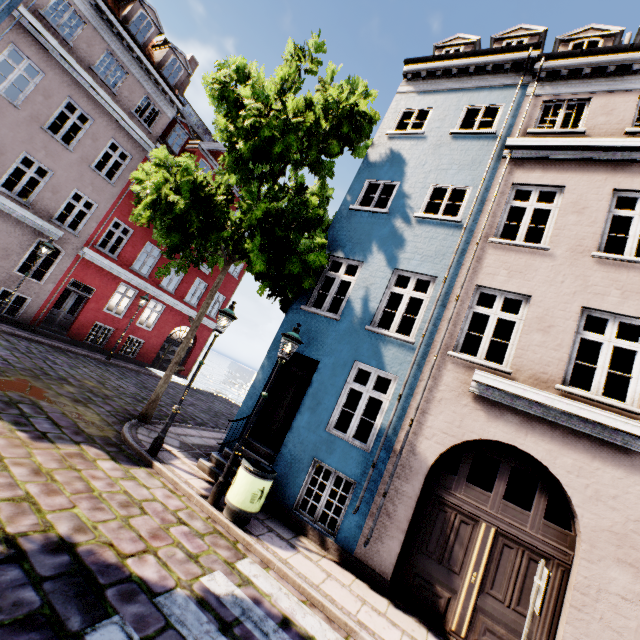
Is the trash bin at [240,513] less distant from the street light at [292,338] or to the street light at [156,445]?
the street light at [292,338]

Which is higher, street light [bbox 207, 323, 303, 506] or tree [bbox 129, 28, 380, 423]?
tree [bbox 129, 28, 380, 423]

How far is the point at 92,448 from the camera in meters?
6.4

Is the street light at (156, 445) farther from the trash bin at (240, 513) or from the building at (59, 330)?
the trash bin at (240, 513)

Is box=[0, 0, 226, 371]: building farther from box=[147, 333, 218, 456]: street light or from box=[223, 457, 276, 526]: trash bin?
box=[147, 333, 218, 456]: street light

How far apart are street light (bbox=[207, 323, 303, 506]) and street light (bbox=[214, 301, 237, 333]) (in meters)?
1.52

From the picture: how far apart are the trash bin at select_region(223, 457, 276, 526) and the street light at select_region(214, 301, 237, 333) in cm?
206
